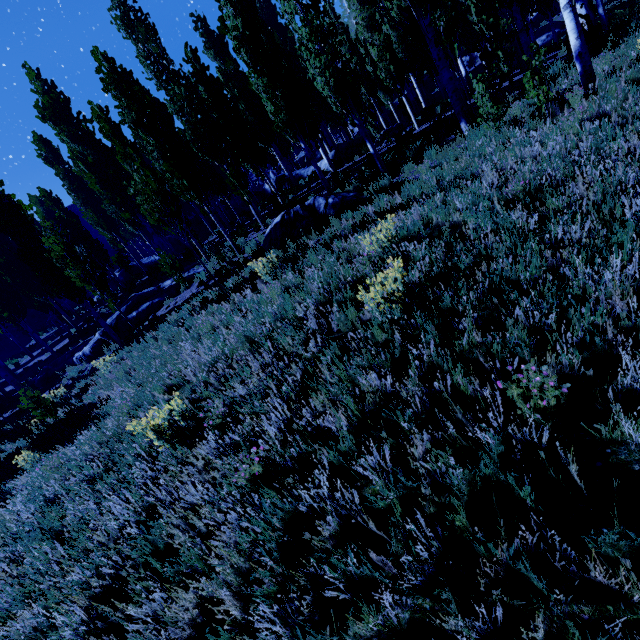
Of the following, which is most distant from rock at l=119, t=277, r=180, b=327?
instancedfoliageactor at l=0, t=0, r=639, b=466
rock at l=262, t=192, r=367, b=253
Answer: rock at l=262, t=192, r=367, b=253

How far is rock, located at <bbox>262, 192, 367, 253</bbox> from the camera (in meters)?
10.52

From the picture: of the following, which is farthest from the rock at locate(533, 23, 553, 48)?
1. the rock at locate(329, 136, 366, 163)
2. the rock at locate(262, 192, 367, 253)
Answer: the rock at locate(262, 192, 367, 253)

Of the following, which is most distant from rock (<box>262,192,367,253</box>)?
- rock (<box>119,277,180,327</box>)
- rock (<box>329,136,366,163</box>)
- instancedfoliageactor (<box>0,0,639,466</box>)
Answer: rock (<box>329,136,366,163</box>)

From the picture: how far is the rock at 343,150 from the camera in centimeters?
2145cm

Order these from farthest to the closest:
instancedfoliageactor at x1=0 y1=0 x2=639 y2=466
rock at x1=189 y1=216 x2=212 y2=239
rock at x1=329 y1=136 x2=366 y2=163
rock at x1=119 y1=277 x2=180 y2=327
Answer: rock at x1=189 y1=216 x2=212 y2=239, rock at x1=329 y1=136 x2=366 y2=163, rock at x1=119 y1=277 x2=180 y2=327, instancedfoliageactor at x1=0 y1=0 x2=639 y2=466

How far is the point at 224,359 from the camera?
5.8 meters
